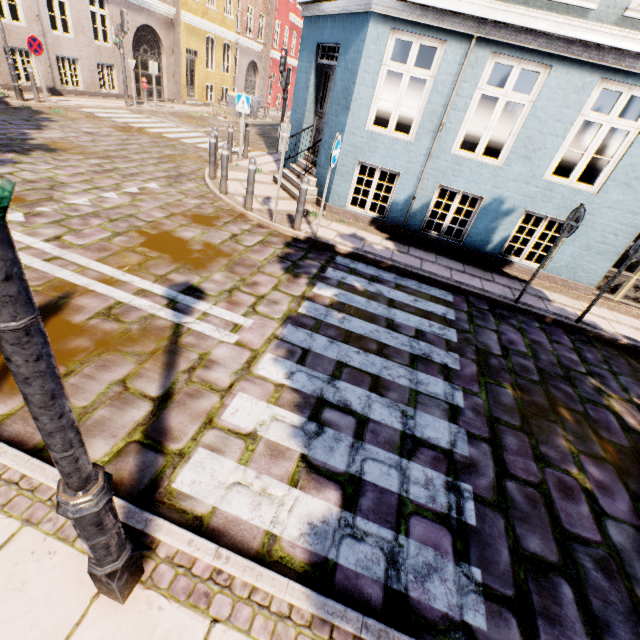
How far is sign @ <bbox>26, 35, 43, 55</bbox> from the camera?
10.7 meters

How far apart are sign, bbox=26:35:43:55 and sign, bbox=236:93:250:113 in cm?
741

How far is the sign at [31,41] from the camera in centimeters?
1074cm

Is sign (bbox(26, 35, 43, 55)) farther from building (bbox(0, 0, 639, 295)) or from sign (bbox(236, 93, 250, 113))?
sign (bbox(236, 93, 250, 113))

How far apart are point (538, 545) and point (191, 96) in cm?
2669

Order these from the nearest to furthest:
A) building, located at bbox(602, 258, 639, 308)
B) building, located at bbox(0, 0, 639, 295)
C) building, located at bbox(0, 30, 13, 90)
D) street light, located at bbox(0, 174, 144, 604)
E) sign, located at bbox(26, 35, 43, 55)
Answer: street light, located at bbox(0, 174, 144, 604)
building, located at bbox(0, 0, 639, 295)
building, located at bbox(602, 258, 639, 308)
sign, located at bbox(26, 35, 43, 55)
building, located at bbox(0, 30, 13, 90)

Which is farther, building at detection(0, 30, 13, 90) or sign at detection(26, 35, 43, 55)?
building at detection(0, 30, 13, 90)

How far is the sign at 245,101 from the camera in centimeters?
1023cm
